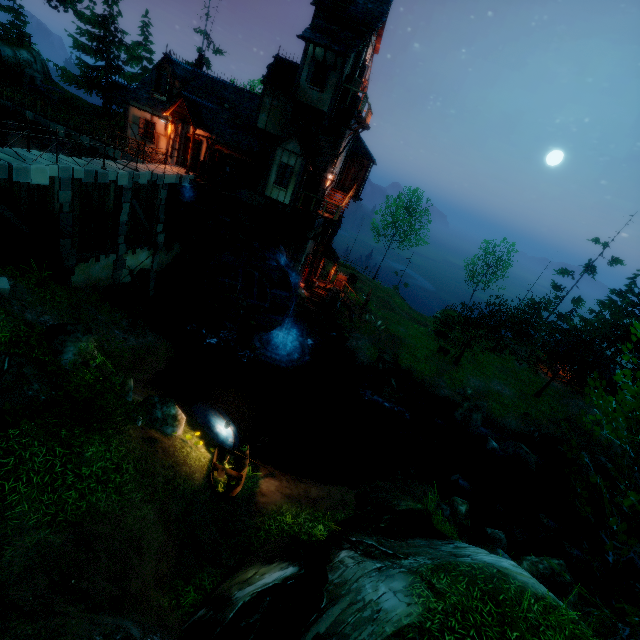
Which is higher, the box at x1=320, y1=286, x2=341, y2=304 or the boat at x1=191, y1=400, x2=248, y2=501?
the box at x1=320, y1=286, x2=341, y2=304

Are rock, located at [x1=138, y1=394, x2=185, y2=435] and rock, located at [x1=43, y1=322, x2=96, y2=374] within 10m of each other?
yes

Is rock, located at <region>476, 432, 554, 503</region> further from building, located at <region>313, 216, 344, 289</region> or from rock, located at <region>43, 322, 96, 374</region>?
rock, located at <region>43, 322, 96, 374</region>

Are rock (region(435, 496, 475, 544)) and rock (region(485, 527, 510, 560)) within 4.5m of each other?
yes

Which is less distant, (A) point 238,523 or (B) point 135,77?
(A) point 238,523

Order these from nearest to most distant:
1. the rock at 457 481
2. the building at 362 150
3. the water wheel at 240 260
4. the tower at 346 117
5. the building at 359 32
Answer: the building at 359 32 → the rock at 457 481 → the tower at 346 117 → the water wheel at 240 260 → the building at 362 150

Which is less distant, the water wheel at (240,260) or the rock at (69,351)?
the rock at (69,351)

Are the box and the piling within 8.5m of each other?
yes
